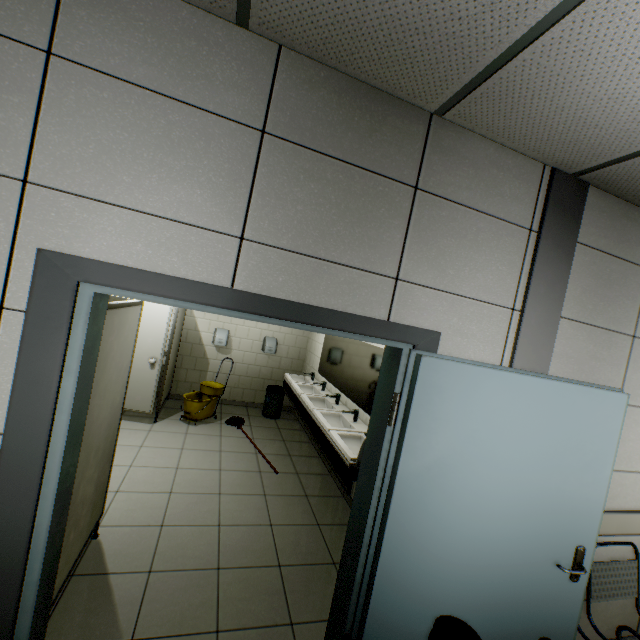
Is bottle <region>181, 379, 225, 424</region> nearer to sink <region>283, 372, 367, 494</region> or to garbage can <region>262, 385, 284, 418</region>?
garbage can <region>262, 385, 284, 418</region>

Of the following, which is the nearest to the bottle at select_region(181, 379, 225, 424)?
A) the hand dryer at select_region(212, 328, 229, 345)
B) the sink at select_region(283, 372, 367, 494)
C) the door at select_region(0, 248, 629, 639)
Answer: the hand dryer at select_region(212, 328, 229, 345)

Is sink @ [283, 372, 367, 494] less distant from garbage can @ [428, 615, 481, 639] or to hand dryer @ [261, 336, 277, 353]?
garbage can @ [428, 615, 481, 639]

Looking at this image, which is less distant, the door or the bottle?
the door

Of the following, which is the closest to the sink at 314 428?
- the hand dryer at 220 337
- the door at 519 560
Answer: the door at 519 560

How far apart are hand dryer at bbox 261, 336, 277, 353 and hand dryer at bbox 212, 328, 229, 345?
0.70m

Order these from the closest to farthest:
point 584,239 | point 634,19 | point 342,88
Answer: point 634,19 → point 342,88 → point 584,239

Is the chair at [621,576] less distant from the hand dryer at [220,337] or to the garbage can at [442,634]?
the garbage can at [442,634]
